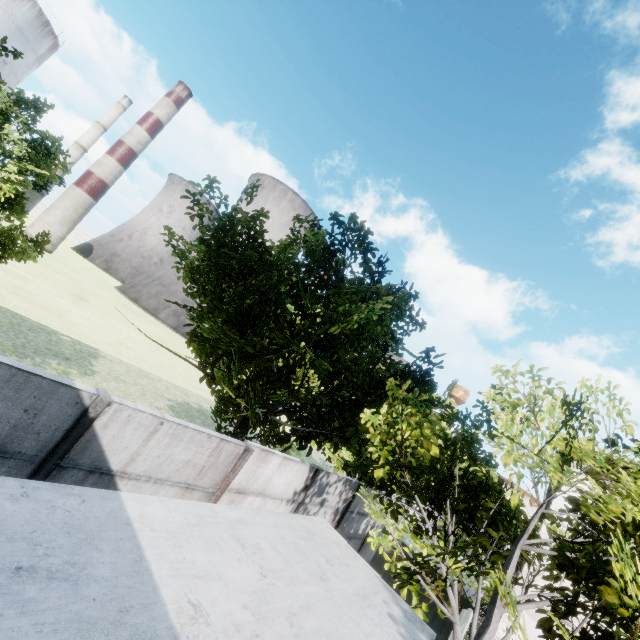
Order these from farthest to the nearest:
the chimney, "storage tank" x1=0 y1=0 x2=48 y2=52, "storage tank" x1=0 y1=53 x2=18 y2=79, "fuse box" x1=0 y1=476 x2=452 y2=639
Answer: "storage tank" x1=0 y1=53 x2=18 y2=79
"storage tank" x1=0 y1=0 x2=48 y2=52
the chimney
"fuse box" x1=0 y1=476 x2=452 y2=639

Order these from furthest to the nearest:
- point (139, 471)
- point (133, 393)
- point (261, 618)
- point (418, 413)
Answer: point (133, 393) → point (418, 413) → point (139, 471) → point (261, 618)

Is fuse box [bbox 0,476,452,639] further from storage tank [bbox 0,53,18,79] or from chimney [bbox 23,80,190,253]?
storage tank [bbox 0,53,18,79]

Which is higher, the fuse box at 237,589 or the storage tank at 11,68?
the storage tank at 11,68

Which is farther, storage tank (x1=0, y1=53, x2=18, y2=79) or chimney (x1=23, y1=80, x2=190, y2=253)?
storage tank (x1=0, y1=53, x2=18, y2=79)

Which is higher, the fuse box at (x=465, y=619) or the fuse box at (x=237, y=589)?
the fuse box at (x=237, y=589)

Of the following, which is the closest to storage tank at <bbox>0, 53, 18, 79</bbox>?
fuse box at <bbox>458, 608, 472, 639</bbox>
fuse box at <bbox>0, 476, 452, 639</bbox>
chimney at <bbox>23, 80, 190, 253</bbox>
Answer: chimney at <bbox>23, 80, 190, 253</bbox>

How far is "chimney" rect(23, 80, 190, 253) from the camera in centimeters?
5188cm
